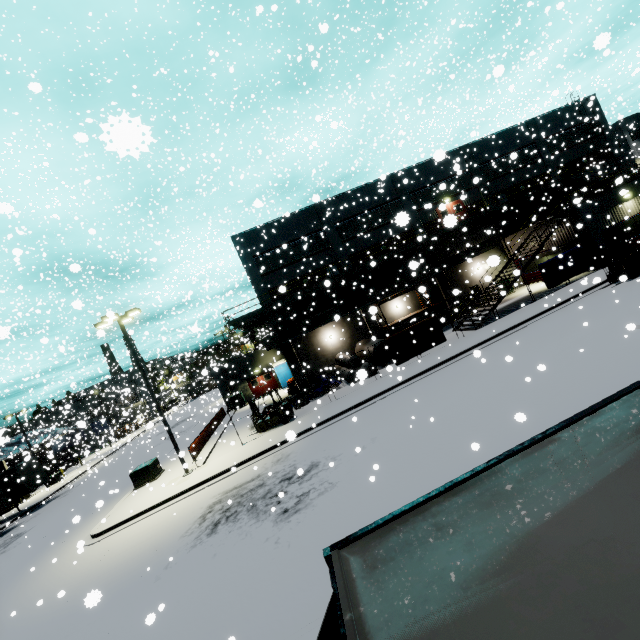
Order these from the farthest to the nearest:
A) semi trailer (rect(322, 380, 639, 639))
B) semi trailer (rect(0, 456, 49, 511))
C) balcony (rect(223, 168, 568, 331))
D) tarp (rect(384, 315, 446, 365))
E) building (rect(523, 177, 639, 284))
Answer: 1. semi trailer (rect(0, 456, 49, 511))
2. balcony (rect(223, 168, 568, 331))
3. building (rect(523, 177, 639, 284))
4. tarp (rect(384, 315, 446, 365))
5. semi trailer (rect(322, 380, 639, 639))

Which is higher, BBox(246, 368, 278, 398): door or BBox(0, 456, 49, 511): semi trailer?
BBox(0, 456, 49, 511): semi trailer

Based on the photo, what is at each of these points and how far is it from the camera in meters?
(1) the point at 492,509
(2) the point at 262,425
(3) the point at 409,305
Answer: (1) semi trailer, 1.9 m
(2) forklift, 20.8 m
(3) building, 30.2 m

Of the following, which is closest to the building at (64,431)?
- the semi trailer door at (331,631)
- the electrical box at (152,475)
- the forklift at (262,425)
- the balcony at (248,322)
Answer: the balcony at (248,322)

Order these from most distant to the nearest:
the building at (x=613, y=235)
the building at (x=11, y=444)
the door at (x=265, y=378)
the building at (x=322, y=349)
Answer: the door at (x=265, y=378)
the building at (x=322, y=349)
the building at (x=613, y=235)
the building at (x=11, y=444)

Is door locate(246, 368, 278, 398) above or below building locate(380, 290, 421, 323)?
below

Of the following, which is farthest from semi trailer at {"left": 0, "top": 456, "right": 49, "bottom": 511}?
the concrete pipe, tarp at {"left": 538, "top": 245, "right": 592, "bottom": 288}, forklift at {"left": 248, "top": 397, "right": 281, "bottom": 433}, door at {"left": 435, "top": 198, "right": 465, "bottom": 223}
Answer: the concrete pipe

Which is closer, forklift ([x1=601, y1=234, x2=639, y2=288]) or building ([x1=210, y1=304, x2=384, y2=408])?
forklift ([x1=601, y1=234, x2=639, y2=288])
